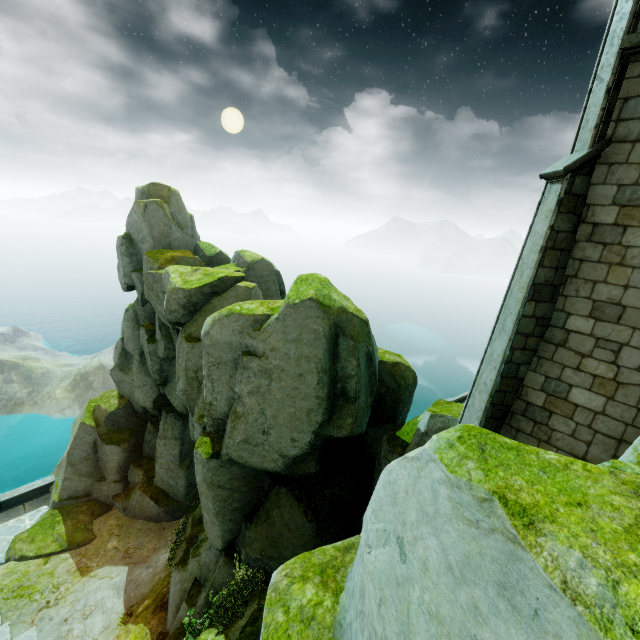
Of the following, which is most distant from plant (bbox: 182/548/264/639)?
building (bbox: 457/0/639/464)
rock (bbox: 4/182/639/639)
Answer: building (bbox: 457/0/639/464)

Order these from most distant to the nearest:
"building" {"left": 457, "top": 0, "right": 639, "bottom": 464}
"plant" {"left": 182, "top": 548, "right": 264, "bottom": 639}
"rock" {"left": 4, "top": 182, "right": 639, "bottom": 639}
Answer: "plant" {"left": 182, "top": 548, "right": 264, "bottom": 639}, "building" {"left": 457, "top": 0, "right": 639, "bottom": 464}, "rock" {"left": 4, "top": 182, "right": 639, "bottom": 639}

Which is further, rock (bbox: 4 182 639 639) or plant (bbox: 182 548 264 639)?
plant (bbox: 182 548 264 639)

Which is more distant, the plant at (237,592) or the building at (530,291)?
the plant at (237,592)

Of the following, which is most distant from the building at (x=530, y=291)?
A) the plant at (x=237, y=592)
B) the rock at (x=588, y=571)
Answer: the plant at (x=237, y=592)

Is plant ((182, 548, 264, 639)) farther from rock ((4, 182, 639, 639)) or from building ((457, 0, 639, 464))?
building ((457, 0, 639, 464))

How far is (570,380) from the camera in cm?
668
